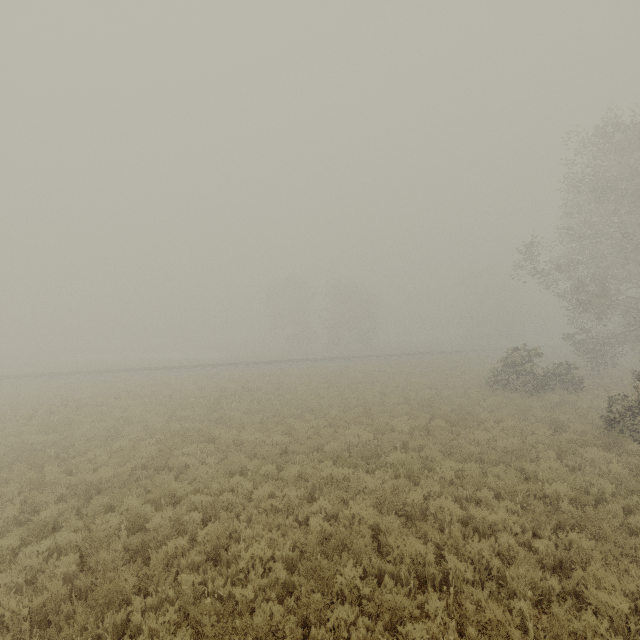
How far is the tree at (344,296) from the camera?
51.4m

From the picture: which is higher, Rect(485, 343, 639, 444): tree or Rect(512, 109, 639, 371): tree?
Rect(512, 109, 639, 371): tree

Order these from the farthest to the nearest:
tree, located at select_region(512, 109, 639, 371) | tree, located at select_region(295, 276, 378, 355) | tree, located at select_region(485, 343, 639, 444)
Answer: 1. tree, located at select_region(295, 276, 378, 355)
2. tree, located at select_region(512, 109, 639, 371)
3. tree, located at select_region(485, 343, 639, 444)

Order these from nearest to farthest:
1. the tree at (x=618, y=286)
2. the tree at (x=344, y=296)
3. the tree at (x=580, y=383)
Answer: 1. the tree at (x=580, y=383)
2. the tree at (x=618, y=286)
3. the tree at (x=344, y=296)

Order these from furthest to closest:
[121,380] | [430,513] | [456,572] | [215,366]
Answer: [215,366]
[121,380]
[430,513]
[456,572]

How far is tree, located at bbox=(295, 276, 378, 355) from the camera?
51.44m

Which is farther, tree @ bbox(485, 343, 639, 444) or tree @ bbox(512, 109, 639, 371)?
tree @ bbox(512, 109, 639, 371)
